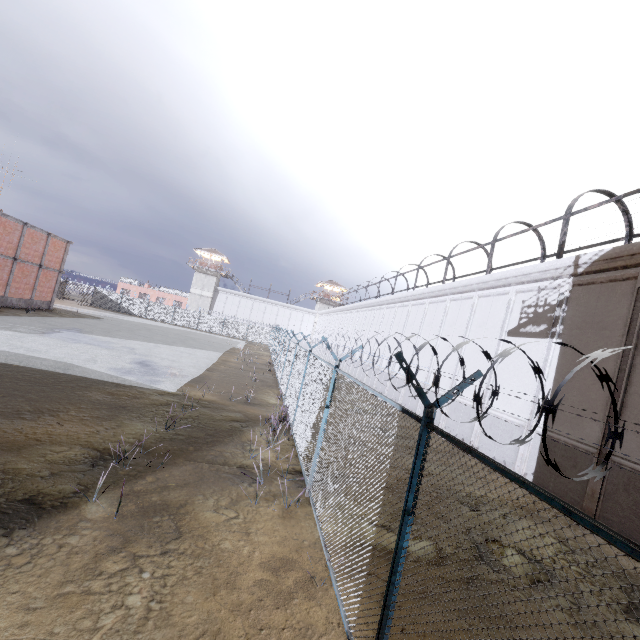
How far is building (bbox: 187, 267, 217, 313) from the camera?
59.1 meters

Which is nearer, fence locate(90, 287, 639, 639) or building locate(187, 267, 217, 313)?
fence locate(90, 287, 639, 639)

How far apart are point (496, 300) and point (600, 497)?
8.7m

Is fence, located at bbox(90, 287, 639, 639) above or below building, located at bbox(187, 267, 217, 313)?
below

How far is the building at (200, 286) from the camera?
59.12m

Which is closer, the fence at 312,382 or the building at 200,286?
the fence at 312,382
